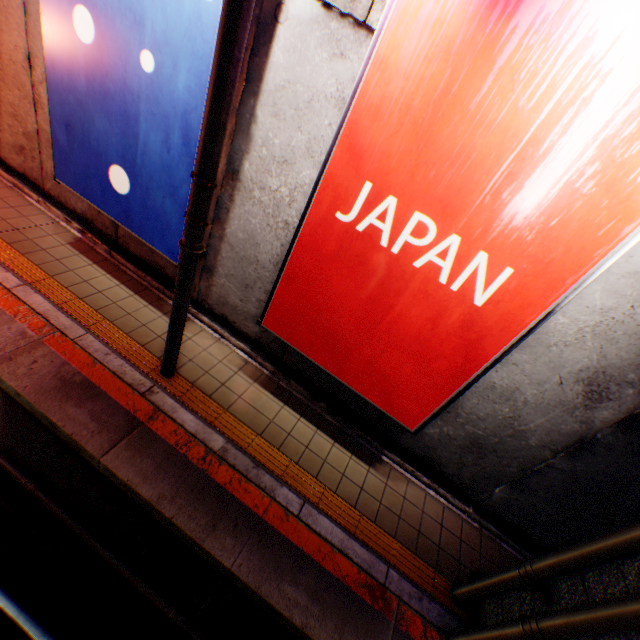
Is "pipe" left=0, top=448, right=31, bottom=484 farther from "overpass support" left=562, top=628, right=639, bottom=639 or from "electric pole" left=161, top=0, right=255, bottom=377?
"electric pole" left=161, top=0, right=255, bottom=377

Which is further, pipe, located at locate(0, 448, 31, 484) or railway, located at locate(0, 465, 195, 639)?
pipe, located at locate(0, 448, 31, 484)

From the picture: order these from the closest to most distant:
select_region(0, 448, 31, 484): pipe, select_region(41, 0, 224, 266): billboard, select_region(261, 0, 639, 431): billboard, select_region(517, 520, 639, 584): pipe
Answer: select_region(261, 0, 639, 431): billboard < select_region(517, 520, 639, 584): pipe < select_region(41, 0, 224, 266): billboard < select_region(0, 448, 31, 484): pipe

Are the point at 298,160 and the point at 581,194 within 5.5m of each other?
yes

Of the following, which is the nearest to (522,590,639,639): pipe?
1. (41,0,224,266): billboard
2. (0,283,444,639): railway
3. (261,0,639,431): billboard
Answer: (0,283,444,639): railway

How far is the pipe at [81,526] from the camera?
3.9m

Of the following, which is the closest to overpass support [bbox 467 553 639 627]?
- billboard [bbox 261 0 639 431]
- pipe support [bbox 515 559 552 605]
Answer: pipe support [bbox 515 559 552 605]

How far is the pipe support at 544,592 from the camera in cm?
348
